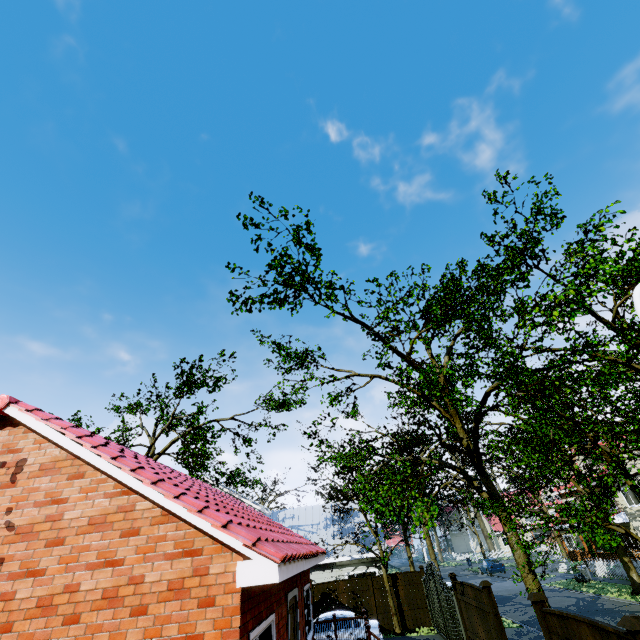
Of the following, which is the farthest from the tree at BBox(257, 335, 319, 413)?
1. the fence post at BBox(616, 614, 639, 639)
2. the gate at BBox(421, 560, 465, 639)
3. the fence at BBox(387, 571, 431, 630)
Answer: the fence post at BBox(616, 614, 639, 639)

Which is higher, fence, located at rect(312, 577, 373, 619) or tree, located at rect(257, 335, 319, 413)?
tree, located at rect(257, 335, 319, 413)

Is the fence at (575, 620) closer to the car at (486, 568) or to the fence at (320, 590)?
the fence at (320, 590)

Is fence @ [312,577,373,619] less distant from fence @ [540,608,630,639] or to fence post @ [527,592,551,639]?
fence post @ [527,592,551,639]

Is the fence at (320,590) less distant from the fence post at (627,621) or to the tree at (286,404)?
the tree at (286,404)

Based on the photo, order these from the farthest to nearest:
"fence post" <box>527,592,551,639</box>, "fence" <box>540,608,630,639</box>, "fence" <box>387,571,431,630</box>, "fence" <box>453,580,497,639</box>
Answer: "fence" <box>387,571,431,630</box> < "fence" <box>453,580,497,639</box> < "fence post" <box>527,592,551,639</box> < "fence" <box>540,608,630,639</box>

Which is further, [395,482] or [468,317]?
[468,317]

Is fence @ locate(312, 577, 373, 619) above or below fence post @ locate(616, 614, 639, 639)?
below
